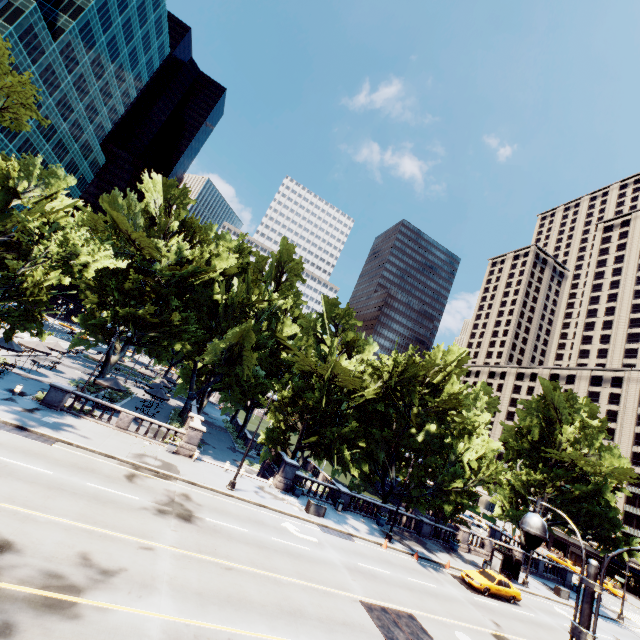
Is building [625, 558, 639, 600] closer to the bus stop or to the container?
the bus stop

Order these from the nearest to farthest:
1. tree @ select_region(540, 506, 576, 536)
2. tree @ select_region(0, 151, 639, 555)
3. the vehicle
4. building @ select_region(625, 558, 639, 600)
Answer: the vehicle → tree @ select_region(0, 151, 639, 555) → tree @ select_region(540, 506, 576, 536) → building @ select_region(625, 558, 639, 600)

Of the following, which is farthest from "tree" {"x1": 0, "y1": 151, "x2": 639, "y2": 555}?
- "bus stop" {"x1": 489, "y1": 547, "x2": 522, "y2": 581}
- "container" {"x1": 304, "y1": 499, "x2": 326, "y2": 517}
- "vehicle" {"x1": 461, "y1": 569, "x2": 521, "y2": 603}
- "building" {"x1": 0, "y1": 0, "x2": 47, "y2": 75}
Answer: "building" {"x1": 0, "y1": 0, "x2": 47, "y2": 75}

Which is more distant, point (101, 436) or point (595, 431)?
point (595, 431)

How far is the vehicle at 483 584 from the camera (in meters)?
24.76

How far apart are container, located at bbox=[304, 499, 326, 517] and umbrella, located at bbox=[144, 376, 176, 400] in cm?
2358

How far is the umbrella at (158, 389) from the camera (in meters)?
34.59

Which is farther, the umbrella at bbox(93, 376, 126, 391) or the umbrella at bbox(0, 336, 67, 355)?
the umbrella at bbox(93, 376, 126, 391)
